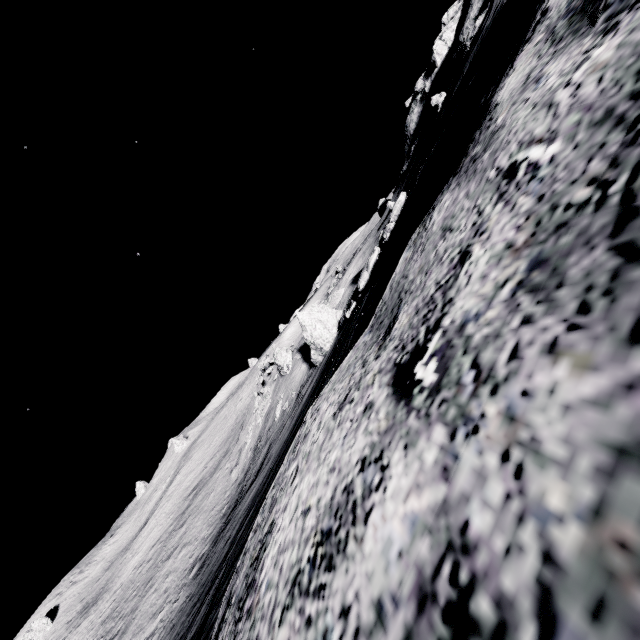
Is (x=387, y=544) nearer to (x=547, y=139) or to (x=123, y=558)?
(x=547, y=139)

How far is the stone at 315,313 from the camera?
12.5 meters

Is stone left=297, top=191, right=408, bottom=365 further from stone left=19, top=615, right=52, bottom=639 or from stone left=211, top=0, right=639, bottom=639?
stone left=19, top=615, right=52, bottom=639

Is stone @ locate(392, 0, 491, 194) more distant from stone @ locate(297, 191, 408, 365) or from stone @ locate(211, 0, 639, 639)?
stone @ locate(211, 0, 639, 639)

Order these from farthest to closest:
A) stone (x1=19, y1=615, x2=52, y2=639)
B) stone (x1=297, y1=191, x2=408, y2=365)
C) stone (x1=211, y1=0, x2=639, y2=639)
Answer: stone (x1=19, y1=615, x2=52, y2=639), stone (x1=297, y1=191, x2=408, y2=365), stone (x1=211, y1=0, x2=639, y2=639)

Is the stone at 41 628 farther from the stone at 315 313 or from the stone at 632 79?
the stone at 632 79

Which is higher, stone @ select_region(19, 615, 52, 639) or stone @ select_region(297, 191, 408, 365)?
stone @ select_region(19, 615, 52, 639)
